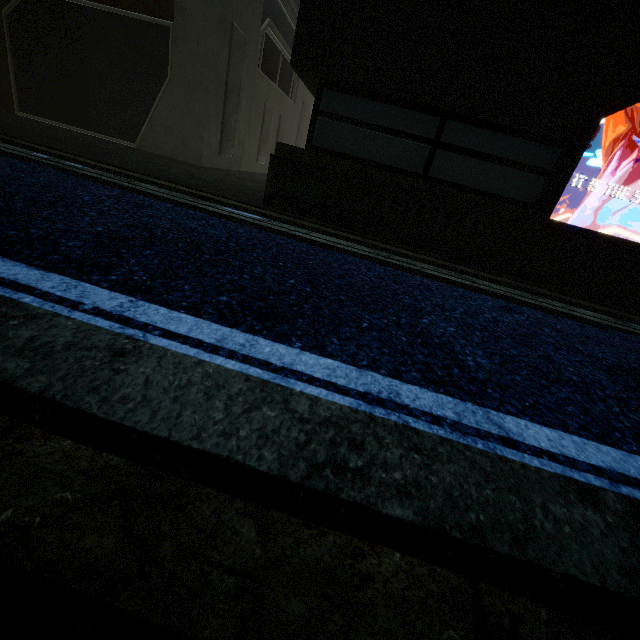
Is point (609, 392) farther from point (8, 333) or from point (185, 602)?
point (8, 333)
